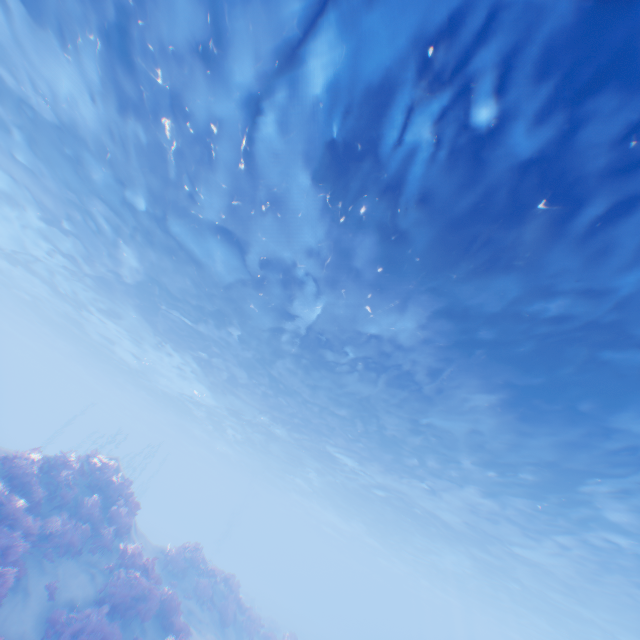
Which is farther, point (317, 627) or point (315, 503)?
point (317, 627)

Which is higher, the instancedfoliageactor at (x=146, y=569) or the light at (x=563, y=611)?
the light at (x=563, y=611)

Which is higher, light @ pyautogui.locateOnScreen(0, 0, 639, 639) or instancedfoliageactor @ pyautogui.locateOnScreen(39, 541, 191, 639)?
light @ pyautogui.locateOnScreen(0, 0, 639, 639)

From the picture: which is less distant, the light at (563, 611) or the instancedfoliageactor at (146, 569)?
the light at (563, 611)

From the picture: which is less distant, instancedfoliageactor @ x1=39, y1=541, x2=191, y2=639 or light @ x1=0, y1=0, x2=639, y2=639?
light @ x1=0, y1=0, x2=639, y2=639
